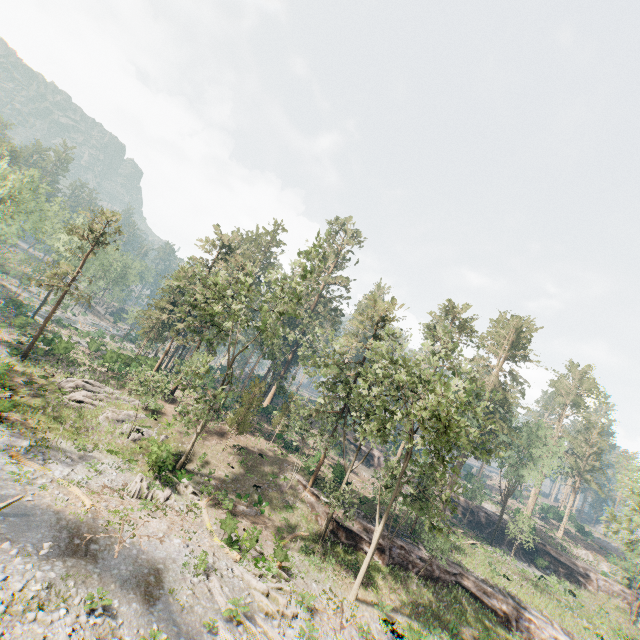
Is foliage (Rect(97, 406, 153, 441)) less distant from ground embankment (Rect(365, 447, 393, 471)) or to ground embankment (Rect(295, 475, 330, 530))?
ground embankment (Rect(295, 475, 330, 530))

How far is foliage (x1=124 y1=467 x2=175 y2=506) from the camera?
21.8m

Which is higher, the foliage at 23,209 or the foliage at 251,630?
the foliage at 23,209

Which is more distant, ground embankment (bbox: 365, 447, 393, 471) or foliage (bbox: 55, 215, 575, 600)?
ground embankment (bbox: 365, 447, 393, 471)

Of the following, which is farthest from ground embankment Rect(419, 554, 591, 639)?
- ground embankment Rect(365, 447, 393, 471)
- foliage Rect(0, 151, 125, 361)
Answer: ground embankment Rect(365, 447, 393, 471)

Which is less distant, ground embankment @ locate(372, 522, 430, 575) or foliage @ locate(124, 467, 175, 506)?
foliage @ locate(124, 467, 175, 506)

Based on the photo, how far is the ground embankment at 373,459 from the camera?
54.84m

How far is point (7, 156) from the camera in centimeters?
3359cm
